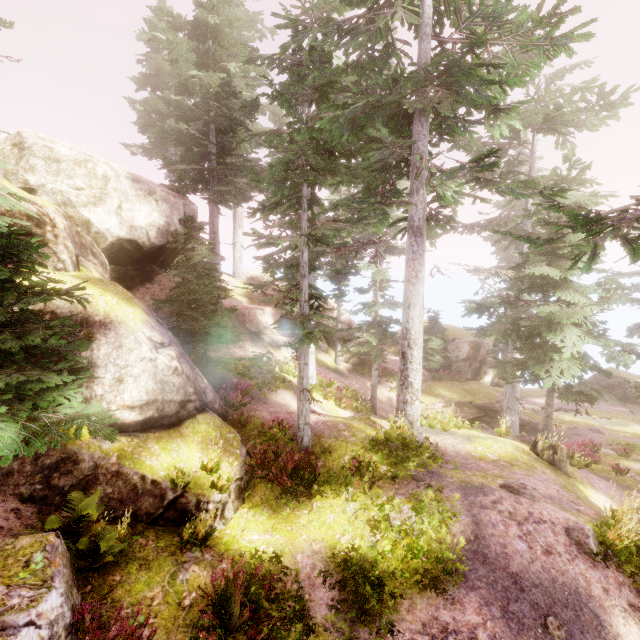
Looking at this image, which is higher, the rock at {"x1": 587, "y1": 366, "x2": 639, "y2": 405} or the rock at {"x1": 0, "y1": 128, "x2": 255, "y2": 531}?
the rock at {"x1": 0, "y1": 128, "x2": 255, "y2": 531}

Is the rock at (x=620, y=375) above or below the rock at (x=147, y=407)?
below

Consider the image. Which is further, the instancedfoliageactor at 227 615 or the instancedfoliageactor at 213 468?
the instancedfoliageactor at 213 468

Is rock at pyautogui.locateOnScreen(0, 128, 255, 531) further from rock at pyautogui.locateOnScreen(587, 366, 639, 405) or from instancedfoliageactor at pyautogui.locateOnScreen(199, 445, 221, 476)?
rock at pyautogui.locateOnScreen(587, 366, 639, 405)

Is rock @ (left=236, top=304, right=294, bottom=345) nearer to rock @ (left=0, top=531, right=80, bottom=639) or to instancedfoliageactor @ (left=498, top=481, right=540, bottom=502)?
instancedfoliageactor @ (left=498, top=481, right=540, bottom=502)

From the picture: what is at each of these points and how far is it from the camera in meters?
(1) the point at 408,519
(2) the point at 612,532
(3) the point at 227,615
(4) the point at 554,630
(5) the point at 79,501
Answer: (1) instancedfoliageactor, 7.1 m
(2) instancedfoliageactor, 6.5 m
(3) instancedfoliageactor, 5.1 m
(4) instancedfoliageactor, 5.0 m
(5) instancedfoliageactor, 6.0 m

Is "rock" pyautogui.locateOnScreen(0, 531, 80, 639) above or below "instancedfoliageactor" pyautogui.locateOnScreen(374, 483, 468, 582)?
above

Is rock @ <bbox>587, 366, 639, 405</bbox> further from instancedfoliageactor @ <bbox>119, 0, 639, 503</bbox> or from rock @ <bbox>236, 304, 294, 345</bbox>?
rock @ <bbox>236, 304, 294, 345</bbox>
